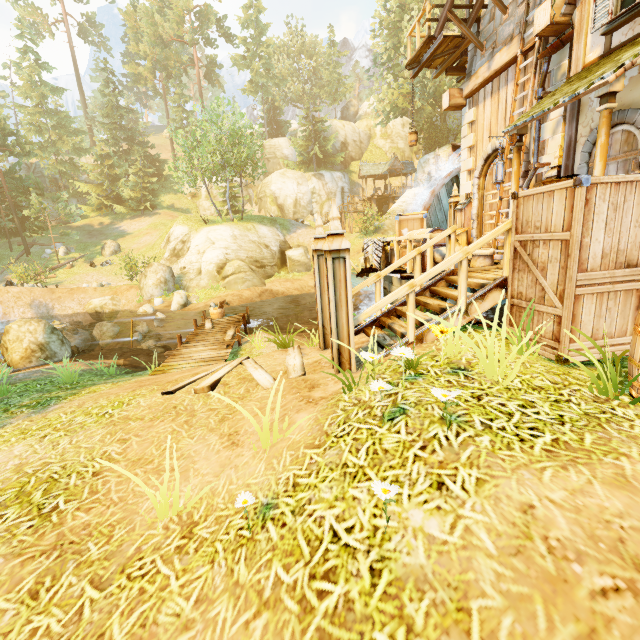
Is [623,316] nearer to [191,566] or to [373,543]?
[373,543]

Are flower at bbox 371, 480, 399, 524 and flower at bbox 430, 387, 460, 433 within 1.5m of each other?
yes

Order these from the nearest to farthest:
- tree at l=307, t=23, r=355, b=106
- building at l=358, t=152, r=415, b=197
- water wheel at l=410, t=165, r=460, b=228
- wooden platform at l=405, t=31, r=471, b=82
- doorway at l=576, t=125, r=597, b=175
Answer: doorway at l=576, t=125, r=597, b=175, wooden platform at l=405, t=31, r=471, b=82, water wheel at l=410, t=165, r=460, b=228, building at l=358, t=152, r=415, b=197, tree at l=307, t=23, r=355, b=106

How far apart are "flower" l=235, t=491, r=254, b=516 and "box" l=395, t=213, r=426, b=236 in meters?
7.7 m

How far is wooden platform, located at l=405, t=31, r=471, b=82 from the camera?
10.2m

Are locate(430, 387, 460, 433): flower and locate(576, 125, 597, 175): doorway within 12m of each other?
yes

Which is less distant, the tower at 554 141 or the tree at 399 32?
the tower at 554 141

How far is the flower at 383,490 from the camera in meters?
1.9 m
